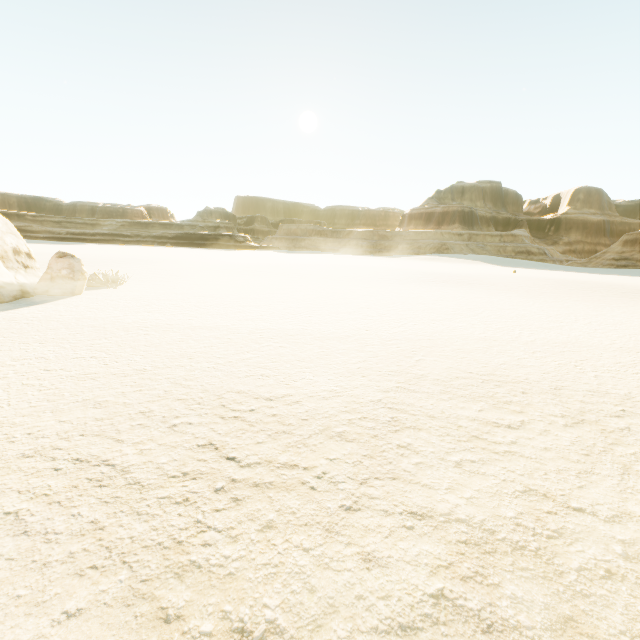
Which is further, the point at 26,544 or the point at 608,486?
the point at 608,486
